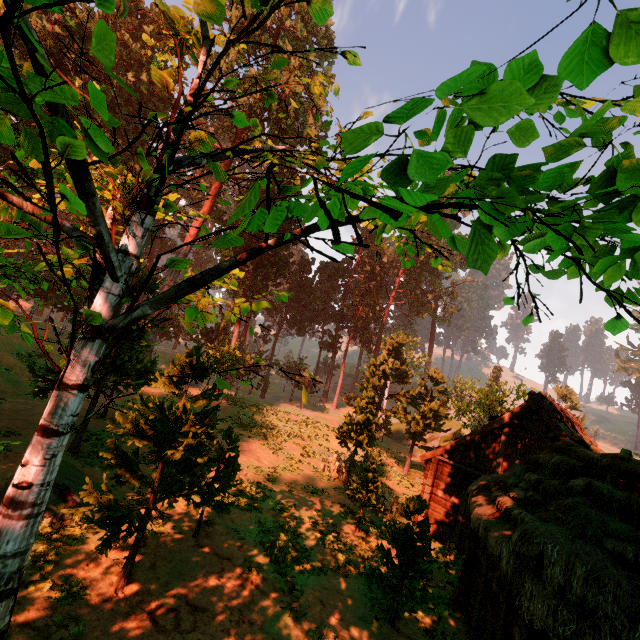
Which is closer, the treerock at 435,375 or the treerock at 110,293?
the treerock at 110,293

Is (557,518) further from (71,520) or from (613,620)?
(71,520)

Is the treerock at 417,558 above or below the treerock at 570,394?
below

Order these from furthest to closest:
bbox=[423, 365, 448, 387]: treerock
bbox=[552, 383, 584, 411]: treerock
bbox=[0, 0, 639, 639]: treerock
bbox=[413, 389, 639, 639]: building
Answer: bbox=[552, 383, 584, 411]: treerock, bbox=[423, 365, 448, 387]: treerock, bbox=[413, 389, 639, 639]: building, bbox=[0, 0, 639, 639]: treerock

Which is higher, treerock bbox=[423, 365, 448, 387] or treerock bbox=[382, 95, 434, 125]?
treerock bbox=[423, 365, 448, 387]

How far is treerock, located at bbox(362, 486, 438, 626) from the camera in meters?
9.1 m
